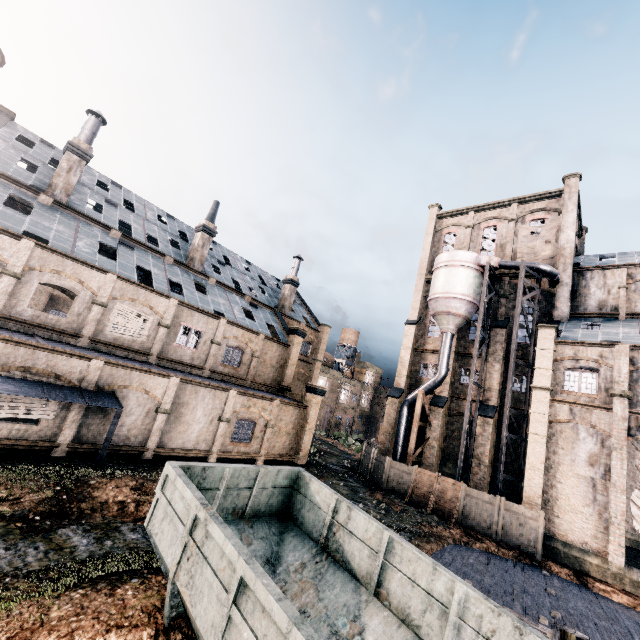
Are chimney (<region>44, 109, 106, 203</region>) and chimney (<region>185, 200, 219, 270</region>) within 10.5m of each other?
yes

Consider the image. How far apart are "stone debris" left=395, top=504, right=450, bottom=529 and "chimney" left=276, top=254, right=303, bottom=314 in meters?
24.4 m

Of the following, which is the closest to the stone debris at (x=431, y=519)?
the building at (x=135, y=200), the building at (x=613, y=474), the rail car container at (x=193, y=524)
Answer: the building at (x=613, y=474)

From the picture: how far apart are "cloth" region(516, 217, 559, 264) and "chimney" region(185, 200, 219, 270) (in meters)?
31.03

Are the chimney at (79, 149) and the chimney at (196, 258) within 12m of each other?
yes

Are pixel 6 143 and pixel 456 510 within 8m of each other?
no

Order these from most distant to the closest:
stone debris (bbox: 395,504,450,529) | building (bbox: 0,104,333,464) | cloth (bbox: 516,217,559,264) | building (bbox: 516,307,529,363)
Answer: cloth (bbox: 516,217,559,264), building (bbox: 516,307,529,363), stone debris (bbox: 395,504,450,529), building (bbox: 0,104,333,464)

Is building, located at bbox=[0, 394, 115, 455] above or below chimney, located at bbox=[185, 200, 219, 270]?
below
